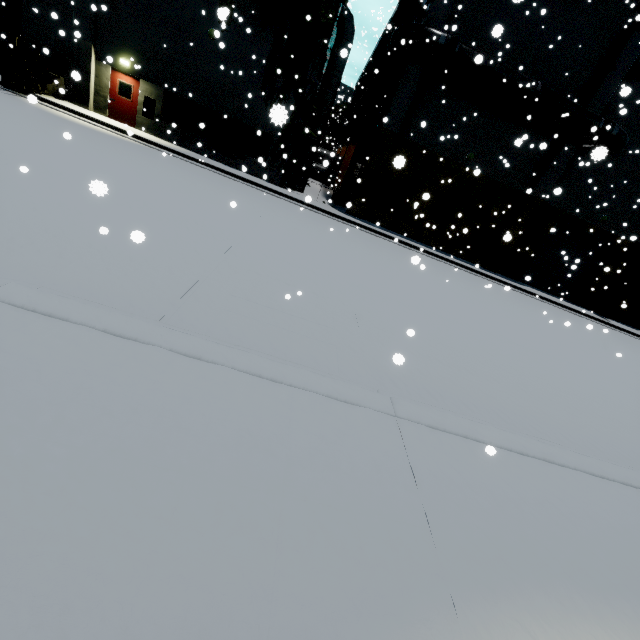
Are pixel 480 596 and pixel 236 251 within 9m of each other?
yes

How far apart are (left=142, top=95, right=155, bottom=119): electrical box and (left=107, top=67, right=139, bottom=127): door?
0.38m

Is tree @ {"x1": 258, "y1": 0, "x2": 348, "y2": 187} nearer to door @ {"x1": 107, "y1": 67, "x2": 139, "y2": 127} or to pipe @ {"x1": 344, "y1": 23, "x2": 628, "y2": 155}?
pipe @ {"x1": 344, "y1": 23, "x2": 628, "y2": 155}

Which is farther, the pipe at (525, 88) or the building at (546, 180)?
the building at (546, 180)

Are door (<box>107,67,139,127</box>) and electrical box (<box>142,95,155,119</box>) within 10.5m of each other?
yes

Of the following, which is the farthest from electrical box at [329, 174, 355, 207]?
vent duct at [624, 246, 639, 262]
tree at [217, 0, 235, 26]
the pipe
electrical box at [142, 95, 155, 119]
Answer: vent duct at [624, 246, 639, 262]

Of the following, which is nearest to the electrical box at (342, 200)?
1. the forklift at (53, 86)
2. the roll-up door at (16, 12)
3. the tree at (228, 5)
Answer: the tree at (228, 5)

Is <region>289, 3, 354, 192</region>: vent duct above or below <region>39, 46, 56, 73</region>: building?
above
